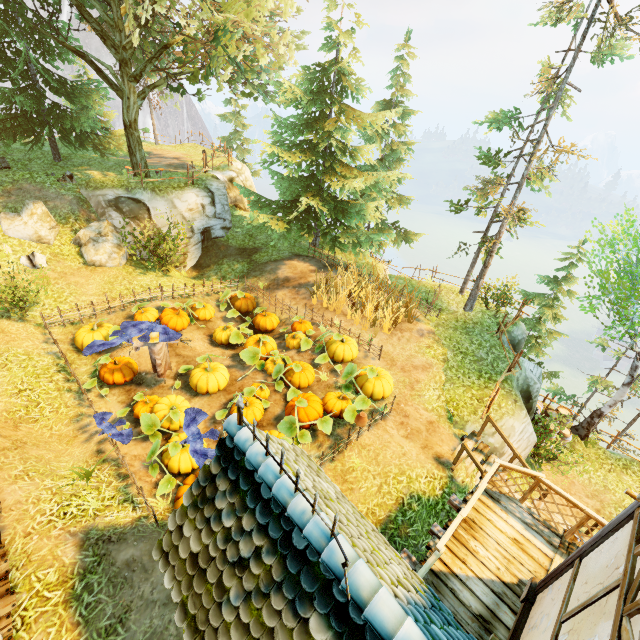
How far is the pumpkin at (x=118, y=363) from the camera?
10.0m

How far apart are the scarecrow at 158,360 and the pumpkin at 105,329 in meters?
2.1 m

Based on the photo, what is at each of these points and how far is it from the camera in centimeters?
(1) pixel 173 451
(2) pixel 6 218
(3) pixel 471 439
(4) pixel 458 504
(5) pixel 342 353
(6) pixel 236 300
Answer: (1) pumpkin, 765cm
(2) rock, 1288cm
(3) stairs, 967cm
(4) wooden platform, 733cm
(5) pumpkin, 1116cm
(6) pumpkin, 1502cm

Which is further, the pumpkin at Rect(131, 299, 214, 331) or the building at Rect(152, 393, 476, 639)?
the pumpkin at Rect(131, 299, 214, 331)

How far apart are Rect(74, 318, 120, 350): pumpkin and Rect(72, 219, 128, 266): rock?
3.63m

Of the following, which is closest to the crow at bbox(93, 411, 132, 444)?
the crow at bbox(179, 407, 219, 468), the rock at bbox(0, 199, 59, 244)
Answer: the crow at bbox(179, 407, 219, 468)

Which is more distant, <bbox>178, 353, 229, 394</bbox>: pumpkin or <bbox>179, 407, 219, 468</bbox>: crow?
<bbox>178, 353, 229, 394</bbox>: pumpkin

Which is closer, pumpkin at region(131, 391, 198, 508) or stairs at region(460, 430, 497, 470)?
pumpkin at region(131, 391, 198, 508)
